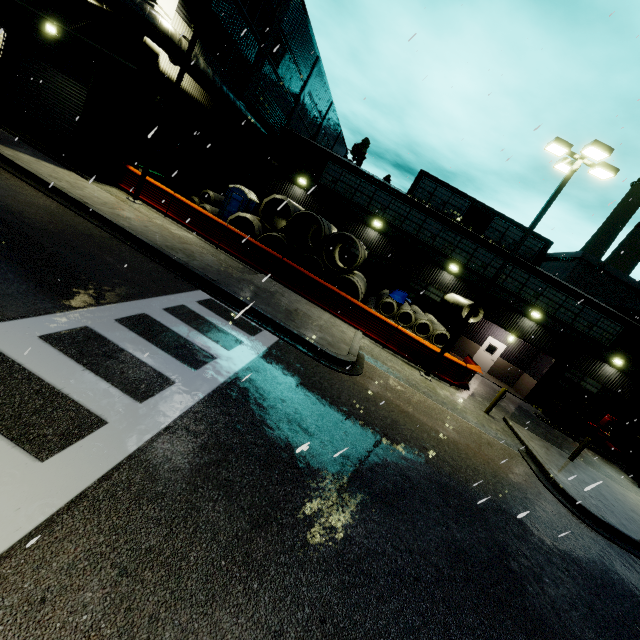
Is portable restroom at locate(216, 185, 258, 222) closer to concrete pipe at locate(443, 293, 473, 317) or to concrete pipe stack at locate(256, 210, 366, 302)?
concrete pipe stack at locate(256, 210, 366, 302)

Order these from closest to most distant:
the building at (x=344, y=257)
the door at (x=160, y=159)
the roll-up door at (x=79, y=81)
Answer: the roll-up door at (x=79, y=81) < the door at (x=160, y=159) < the building at (x=344, y=257)

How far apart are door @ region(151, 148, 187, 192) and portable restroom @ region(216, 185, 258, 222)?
3.0 meters

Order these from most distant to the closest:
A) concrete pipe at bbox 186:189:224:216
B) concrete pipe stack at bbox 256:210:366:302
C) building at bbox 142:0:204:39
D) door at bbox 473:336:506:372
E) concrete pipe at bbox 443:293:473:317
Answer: door at bbox 473:336:506:372
concrete pipe at bbox 186:189:224:216
concrete pipe at bbox 443:293:473:317
concrete pipe stack at bbox 256:210:366:302
building at bbox 142:0:204:39

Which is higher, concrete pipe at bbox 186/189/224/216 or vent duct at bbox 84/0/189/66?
vent duct at bbox 84/0/189/66

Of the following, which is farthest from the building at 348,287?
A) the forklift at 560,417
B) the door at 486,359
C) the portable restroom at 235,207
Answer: the portable restroom at 235,207

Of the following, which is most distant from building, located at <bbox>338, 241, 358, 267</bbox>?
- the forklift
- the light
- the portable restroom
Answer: the portable restroom

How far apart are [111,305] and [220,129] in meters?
18.8 m
